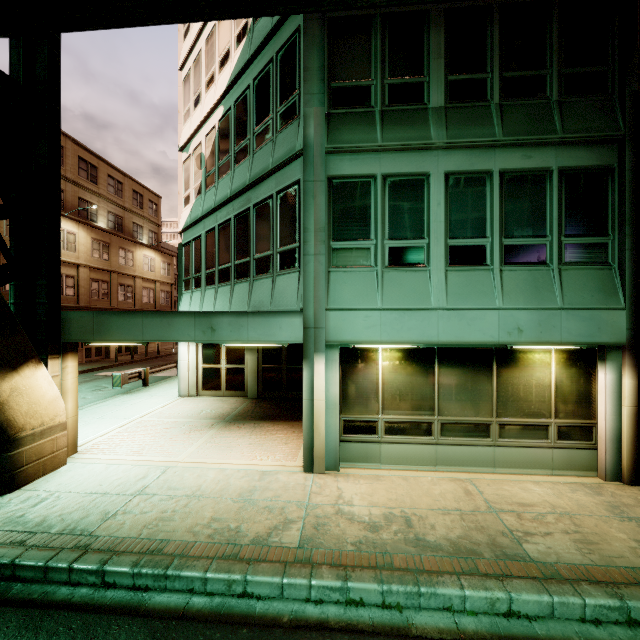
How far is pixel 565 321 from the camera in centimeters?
700cm
